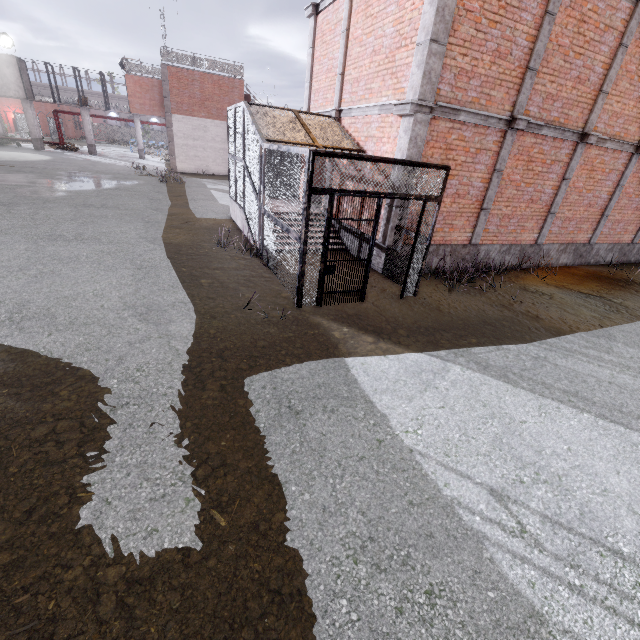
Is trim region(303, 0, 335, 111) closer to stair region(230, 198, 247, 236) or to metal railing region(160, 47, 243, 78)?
stair region(230, 198, 247, 236)

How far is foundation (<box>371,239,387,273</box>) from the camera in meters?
8.8 m

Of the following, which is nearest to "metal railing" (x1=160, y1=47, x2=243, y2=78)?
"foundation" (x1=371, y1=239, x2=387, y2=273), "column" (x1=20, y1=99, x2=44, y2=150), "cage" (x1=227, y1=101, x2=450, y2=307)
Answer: "cage" (x1=227, y1=101, x2=450, y2=307)

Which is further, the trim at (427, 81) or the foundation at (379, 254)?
the foundation at (379, 254)

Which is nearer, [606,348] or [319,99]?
[606,348]

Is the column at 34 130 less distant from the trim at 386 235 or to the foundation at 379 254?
the trim at 386 235

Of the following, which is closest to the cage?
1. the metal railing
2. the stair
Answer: the stair

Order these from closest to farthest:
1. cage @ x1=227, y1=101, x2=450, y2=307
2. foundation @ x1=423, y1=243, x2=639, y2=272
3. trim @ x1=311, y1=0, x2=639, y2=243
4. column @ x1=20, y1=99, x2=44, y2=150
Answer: cage @ x1=227, y1=101, x2=450, y2=307 → trim @ x1=311, y1=0, x2=639, y2=243 → foundation @ x1=423, y1=243, x2=639, y2=272 → column @ x1=20, y1=99, x2=44, y2=150
